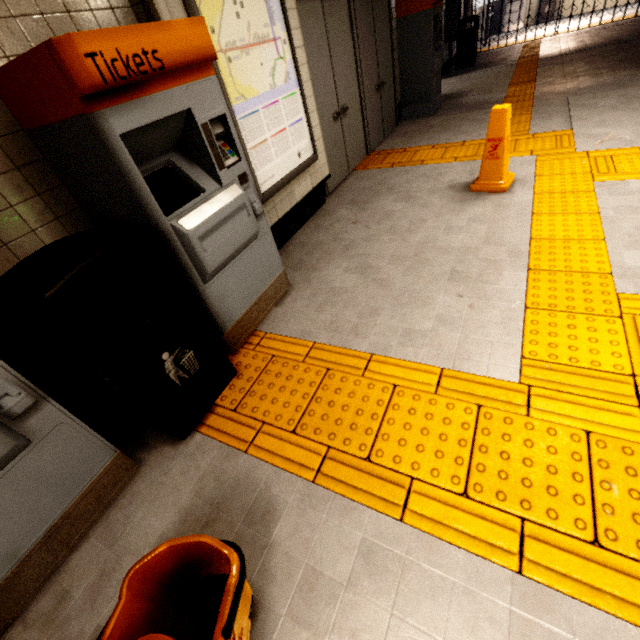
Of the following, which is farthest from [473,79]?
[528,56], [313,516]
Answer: [313,516]

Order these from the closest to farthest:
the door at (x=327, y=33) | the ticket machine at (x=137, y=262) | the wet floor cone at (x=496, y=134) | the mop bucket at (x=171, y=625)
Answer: the mop bucket at (x=171, y=625), the ticket machine at (x=137, y=262), the wet floor cone at (x=496, y=134), the door at (x=327, y=33)

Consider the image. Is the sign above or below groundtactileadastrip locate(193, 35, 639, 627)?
above

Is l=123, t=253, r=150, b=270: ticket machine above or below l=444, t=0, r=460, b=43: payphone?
below

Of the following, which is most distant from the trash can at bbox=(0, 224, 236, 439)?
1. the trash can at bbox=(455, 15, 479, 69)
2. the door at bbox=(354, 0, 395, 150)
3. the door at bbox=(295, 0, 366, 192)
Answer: the trash can at bbox=(455, 15, 479, 69)

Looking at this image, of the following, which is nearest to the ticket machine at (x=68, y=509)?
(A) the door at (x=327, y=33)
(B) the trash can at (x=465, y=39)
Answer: (A) the door at (x=327, y=33)

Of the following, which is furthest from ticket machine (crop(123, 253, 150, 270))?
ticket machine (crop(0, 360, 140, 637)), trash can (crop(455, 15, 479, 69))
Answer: trash can (crop(455, 15, 479, 69))

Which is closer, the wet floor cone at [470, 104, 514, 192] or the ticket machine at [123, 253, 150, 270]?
the ticket machine at [123, 253, 150, 270]
